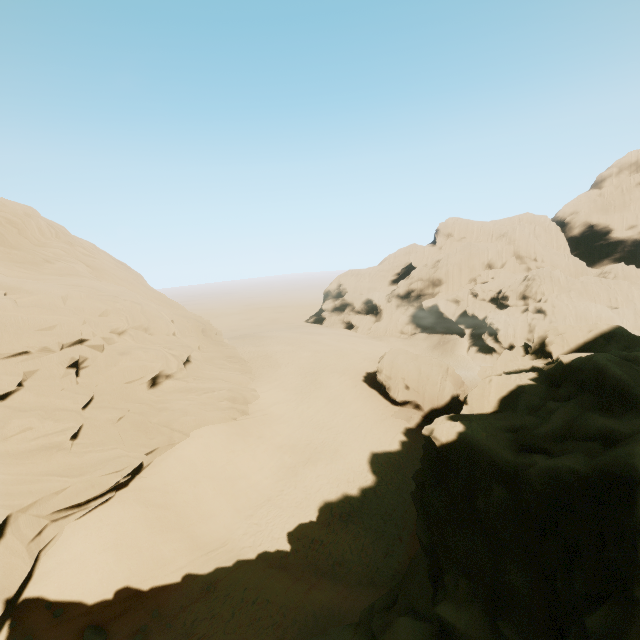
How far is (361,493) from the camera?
22.36m

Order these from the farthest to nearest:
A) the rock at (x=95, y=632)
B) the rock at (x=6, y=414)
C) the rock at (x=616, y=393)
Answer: the rock at (x=6, y=414) → the rock at (x=95, y=632) → the rock at (x=616, y=393)

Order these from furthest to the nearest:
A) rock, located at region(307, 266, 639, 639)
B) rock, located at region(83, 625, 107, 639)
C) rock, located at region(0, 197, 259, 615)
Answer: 1. rock, located at region(0, 197, 259, 615)
2. rock, located at region(83, 625, 107, 639)
3. rock, located at region(307, 266, 639, 639)

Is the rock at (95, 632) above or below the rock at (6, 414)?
below

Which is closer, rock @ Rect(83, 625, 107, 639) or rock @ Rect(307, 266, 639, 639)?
rock @ Rect(307, 266, 639, 639)

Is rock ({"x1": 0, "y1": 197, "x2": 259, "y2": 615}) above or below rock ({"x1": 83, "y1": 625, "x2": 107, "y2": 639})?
above
